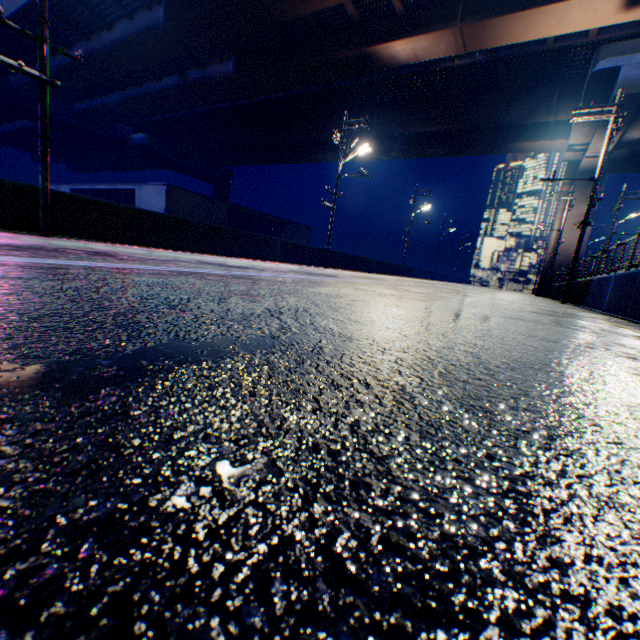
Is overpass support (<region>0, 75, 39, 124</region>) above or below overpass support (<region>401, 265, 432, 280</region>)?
above

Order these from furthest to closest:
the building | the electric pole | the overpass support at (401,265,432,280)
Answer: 1. the overpass support at (401,265,432,280)
2. the building
3. the electric pole

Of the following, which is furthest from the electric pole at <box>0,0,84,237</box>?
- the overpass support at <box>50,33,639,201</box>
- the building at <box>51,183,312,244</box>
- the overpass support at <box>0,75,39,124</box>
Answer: the overpass support at <box>0,75,39,124</box>

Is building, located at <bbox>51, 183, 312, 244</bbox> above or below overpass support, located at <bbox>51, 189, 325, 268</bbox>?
above

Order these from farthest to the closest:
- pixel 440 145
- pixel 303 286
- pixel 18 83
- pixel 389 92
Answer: pixel 440 145
pixel 18 83
pixel 389 92
pixel 303 286

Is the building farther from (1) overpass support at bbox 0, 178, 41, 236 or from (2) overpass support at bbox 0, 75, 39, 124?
(2) overpass support at bbox 0, 75, 39, 124

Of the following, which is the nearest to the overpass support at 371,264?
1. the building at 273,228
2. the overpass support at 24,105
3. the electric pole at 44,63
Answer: the electric pole at 44,63

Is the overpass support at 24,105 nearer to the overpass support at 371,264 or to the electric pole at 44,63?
the overpass support at 371,264
